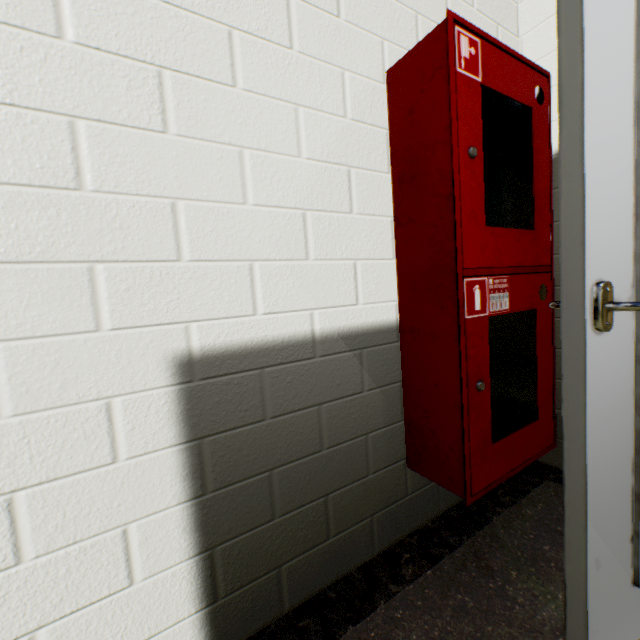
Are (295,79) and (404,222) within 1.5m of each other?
A: yes

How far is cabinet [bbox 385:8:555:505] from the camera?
1.06m

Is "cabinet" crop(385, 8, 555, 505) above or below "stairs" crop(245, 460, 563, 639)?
Result: above

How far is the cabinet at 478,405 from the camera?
1.06m

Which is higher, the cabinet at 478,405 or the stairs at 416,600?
the cabinet at 478,405

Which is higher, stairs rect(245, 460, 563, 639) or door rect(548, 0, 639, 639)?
door rect(548, 0, 639, 639)
